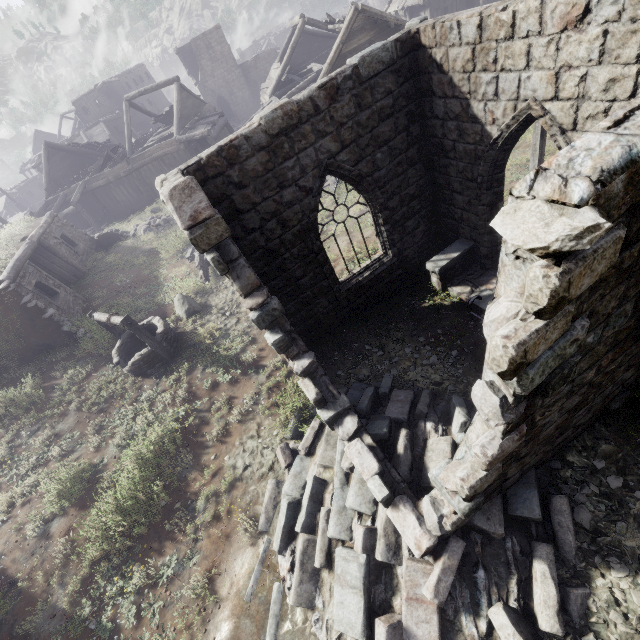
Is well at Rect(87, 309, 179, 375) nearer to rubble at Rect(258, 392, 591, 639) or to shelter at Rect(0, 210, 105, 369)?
shelter at Rect(0, 210, 105, 369)

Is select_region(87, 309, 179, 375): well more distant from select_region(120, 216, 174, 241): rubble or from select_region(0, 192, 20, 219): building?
select_region(120, 216, 174, 241): rubble

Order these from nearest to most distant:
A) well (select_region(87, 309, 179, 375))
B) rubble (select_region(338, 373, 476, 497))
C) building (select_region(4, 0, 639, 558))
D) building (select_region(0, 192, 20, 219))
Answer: building (select_region(4, 0, 639, 558)) → rubble (select_region(338, 373, 476, 497)) → well (select_region(87, 309, 179, 375)) → building (select_region(0, 192, 20, 219))

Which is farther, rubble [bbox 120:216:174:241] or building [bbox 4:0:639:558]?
rubble [bbox 120:216:174:241]

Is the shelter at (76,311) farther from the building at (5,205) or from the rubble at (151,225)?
the rubble at (151,225)

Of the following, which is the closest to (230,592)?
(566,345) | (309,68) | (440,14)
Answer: (566,345)

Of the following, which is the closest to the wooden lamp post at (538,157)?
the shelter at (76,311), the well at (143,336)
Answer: the well at (143,336)

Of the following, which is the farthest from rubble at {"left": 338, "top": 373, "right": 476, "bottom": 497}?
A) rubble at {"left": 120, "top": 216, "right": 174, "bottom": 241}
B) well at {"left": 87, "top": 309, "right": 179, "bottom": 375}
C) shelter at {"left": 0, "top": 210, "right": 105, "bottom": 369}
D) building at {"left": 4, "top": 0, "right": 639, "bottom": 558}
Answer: rubble at {"left": 120, "top": 216, "right": 174, "bottom": 241}
